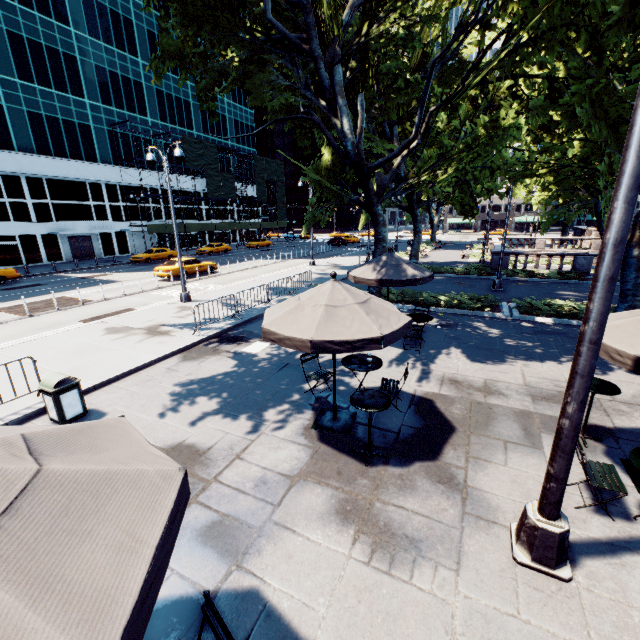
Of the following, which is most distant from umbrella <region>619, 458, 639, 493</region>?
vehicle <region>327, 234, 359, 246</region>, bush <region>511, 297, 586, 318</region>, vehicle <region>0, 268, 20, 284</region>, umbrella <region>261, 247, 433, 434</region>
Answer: vehicle <region>327, 234, 359, 246</region>

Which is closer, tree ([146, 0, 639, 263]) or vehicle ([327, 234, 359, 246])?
tree ([146, 0, 639, 263])

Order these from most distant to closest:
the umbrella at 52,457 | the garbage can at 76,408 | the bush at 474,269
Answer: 1. the bush at 474,269
2. the garbage can at 76,408
3. the umbrella at 52,457

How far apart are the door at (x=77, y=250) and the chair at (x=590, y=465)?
46.91m

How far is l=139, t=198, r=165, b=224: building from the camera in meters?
44.3

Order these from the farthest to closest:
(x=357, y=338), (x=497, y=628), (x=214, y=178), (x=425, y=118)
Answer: (x=214, y=178), (x=425, y=118), (x=357, y=338), (x=497, y=628)

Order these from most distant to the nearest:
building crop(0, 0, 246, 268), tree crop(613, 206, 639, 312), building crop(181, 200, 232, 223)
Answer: building crop(181, 200, 232, 223), building crop(0, 0, 246, 268), tree crop(613, 206, 639, 312)

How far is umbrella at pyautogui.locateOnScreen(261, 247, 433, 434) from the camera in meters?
4.9
